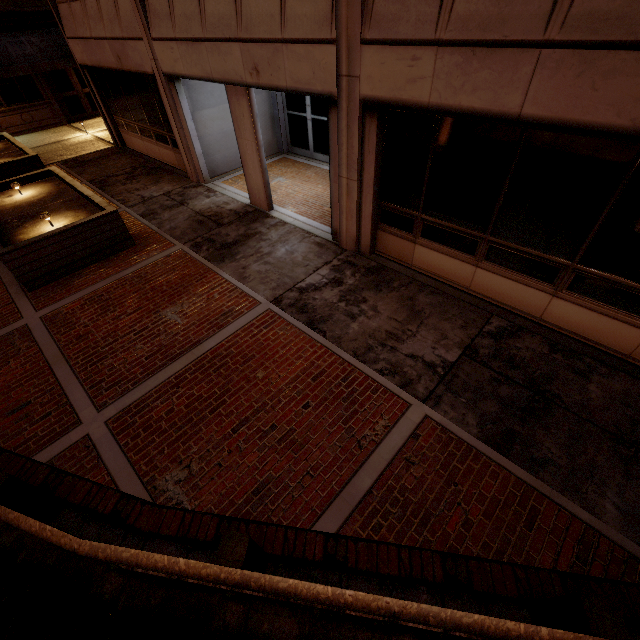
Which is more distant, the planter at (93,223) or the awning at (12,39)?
the awning at (12,39)

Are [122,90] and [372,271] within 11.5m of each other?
no

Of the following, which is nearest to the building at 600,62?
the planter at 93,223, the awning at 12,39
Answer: the planter at 93,223

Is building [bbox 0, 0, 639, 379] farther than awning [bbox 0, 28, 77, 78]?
No

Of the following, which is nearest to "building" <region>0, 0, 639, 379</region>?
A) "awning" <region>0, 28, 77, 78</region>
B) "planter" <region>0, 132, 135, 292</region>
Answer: "planter" <region>0, 132, 135, 292</region>

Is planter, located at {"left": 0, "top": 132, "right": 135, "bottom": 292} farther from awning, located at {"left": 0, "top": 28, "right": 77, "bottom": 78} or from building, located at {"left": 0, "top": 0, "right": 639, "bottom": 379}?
awning, located at {"left": 0, "top": 28, "right": 77, "bottom": 78}

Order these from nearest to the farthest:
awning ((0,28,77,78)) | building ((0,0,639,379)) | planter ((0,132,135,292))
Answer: building ((0,0,639,379))
planter ((0,132,135,292))
awning ((0,28,77,78))
